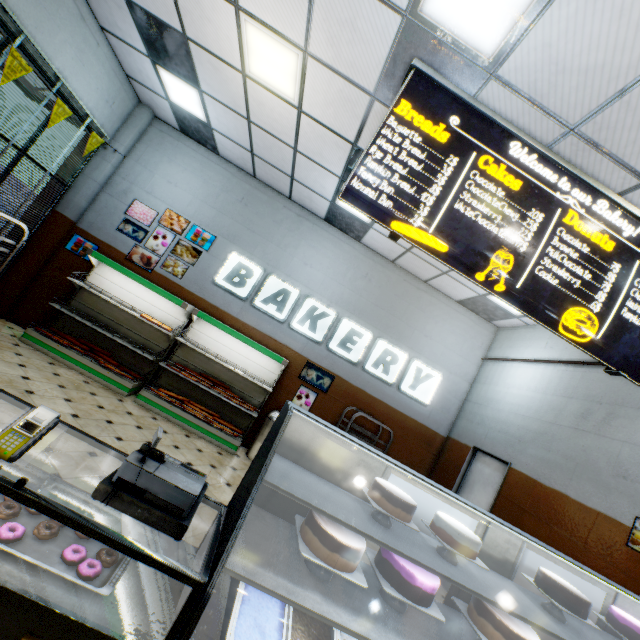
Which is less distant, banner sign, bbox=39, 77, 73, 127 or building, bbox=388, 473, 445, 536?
banner sign, bbox=39, 77, 73, 127

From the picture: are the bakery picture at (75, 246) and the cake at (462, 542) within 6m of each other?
no

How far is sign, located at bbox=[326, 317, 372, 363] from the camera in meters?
6.9 m

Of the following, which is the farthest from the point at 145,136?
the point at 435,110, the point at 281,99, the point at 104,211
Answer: the point at 435,110

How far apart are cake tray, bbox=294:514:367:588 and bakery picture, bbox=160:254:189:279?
5.9 meters

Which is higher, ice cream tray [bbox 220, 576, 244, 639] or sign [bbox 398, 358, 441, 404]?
sign [bbox 398, 358, 441, 404]

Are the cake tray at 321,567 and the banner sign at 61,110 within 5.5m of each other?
no

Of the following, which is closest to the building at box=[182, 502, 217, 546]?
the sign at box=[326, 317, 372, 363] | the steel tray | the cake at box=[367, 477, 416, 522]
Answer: the sign at box=[326, 317, 372, 363]
